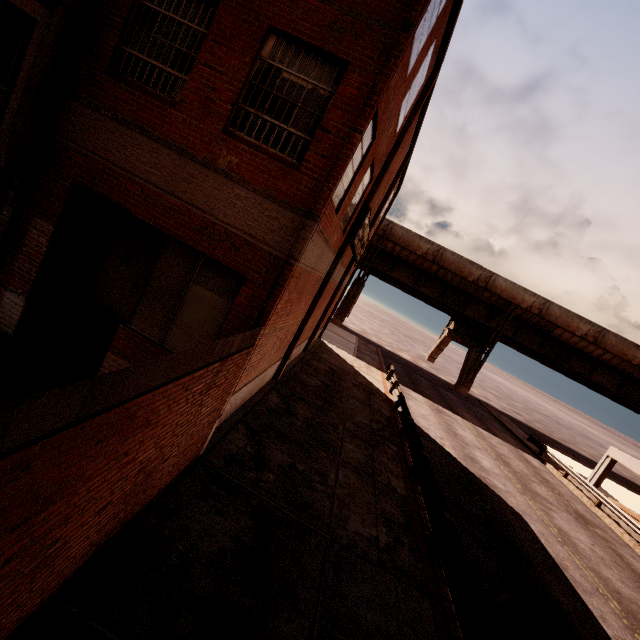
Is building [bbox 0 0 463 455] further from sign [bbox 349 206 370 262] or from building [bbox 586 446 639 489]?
building [bbox 586 446 639 489]

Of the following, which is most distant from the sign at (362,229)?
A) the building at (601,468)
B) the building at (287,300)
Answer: the building at (601,468)

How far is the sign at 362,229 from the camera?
12.84m

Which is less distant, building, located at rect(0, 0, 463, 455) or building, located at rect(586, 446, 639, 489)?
building, located at rect(0, 0, 463, 455)

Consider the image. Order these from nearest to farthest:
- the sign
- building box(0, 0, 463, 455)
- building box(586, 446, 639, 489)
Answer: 1. building box(0, 0, 463, 455)
2. the sign
3. building box(586, 446, 639, 489)

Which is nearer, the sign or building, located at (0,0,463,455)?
building, located at (0,0,463,455)

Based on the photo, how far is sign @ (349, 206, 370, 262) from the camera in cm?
1284

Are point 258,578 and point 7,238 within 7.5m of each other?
no
